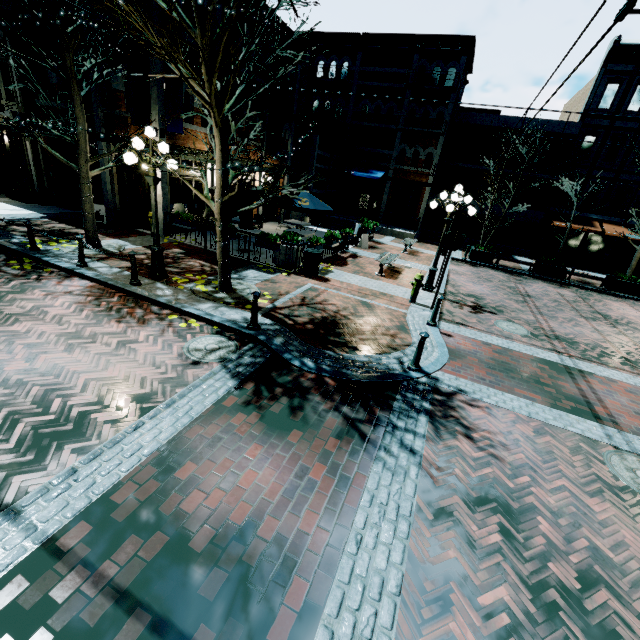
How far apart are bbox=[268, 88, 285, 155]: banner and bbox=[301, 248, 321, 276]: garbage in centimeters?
901cm

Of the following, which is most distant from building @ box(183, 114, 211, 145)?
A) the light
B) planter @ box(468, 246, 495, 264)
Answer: planter @ box(468, 246, 495, 264)

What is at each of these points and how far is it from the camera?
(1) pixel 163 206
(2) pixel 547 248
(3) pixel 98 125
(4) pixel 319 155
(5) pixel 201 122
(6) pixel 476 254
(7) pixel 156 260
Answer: (1) building, 12.7 meters
(2) building, 25.0 meters
(3) building, 12.6 meters
(4) building, 22.1 meters
(5) building, 13.6 meters
(6) planter, 19.2 meters
(7) light, 8.7 meters

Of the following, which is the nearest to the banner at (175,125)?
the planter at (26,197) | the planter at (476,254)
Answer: the planter at (26,197)

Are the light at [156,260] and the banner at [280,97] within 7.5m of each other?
no

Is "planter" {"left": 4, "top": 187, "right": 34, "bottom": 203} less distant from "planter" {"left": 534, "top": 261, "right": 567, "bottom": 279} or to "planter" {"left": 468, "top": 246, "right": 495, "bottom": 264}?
"planter" {"left": 468, "top": 246, "right": 495, "bottom": 264}

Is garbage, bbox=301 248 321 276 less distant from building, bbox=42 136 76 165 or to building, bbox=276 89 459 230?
building, bbox=42 136 76 165

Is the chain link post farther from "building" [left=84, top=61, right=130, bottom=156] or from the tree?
"building" [left=84, top=61, right=130, bottom=156]
